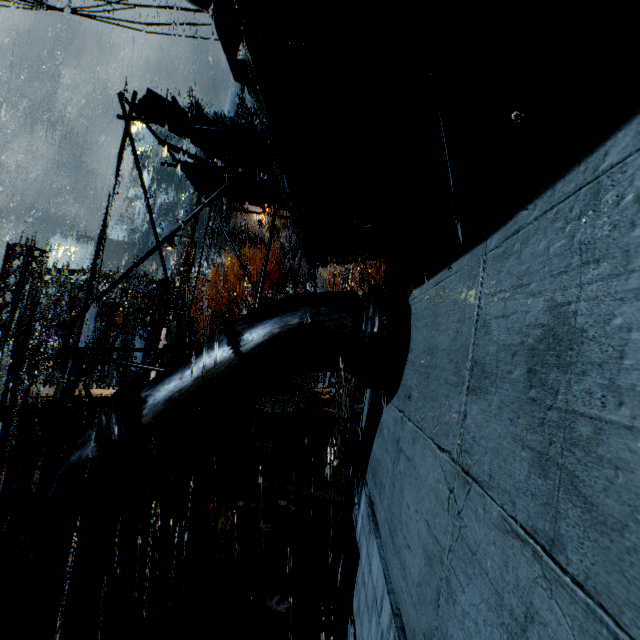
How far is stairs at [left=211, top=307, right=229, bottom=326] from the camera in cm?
4212

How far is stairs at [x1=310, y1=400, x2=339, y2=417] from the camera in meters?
14.0

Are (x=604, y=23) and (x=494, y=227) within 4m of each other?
yes

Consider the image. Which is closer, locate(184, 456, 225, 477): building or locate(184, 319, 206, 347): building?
locate(184, 456, 225, 477): building

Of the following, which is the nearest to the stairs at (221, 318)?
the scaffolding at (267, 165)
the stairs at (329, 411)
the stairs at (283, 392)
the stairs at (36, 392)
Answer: the stairs at (283, 392)

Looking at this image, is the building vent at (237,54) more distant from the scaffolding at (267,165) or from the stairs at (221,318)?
the stairs at (221,318)

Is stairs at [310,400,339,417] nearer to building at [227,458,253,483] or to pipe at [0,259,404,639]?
building at [227,458,253,483]

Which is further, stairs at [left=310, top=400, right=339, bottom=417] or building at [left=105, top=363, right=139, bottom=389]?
building at [left=105, top=363, right=139, bottom=389]
